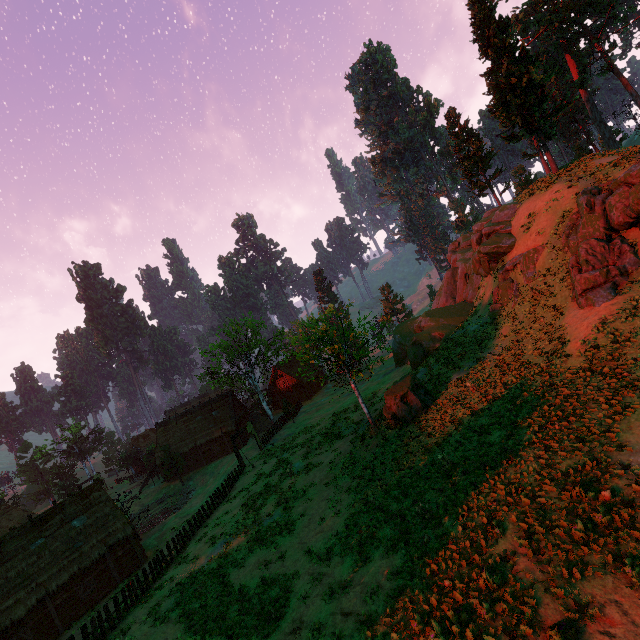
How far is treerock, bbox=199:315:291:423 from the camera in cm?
4097

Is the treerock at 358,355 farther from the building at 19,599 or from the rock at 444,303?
the rock at 444,303

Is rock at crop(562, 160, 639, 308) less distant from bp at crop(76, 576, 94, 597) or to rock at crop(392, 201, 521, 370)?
rock at crop(392, 201, 521, 370)

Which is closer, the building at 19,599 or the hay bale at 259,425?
the building at 19,599

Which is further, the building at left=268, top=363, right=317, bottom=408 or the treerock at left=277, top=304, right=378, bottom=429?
the building at left=268, top=363, right=317, bottom=408

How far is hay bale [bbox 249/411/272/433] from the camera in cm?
4634

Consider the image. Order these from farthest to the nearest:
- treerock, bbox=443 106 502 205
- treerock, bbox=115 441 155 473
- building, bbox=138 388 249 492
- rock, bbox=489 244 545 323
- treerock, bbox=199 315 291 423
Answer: treerock, bbox=115 441 155 473
building, bbox=138 388 249 492
treerock, bbox=443 106 502 205
treerock, bbox=199 315 291 423
rock, bbox=489 244 545 323

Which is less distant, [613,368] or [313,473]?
[613,368]
